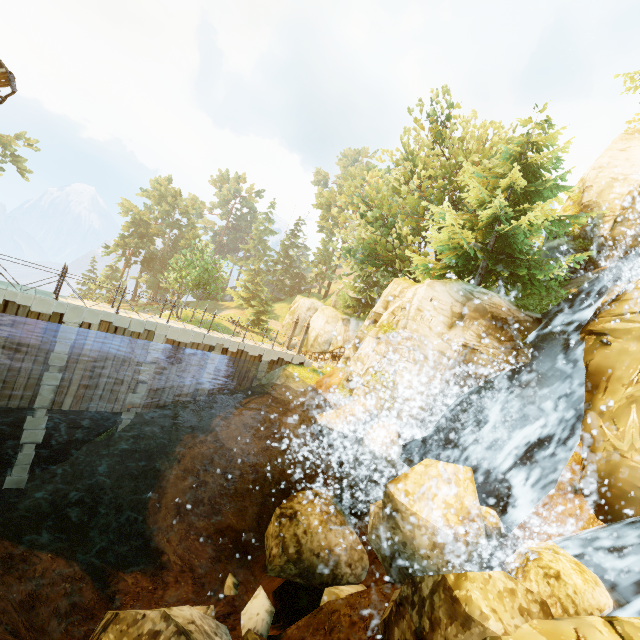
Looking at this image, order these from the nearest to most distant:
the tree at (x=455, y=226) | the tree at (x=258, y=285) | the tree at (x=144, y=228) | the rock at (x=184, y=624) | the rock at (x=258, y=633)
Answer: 1. the rock at (x=184, y=624)
2. the rock at (x=258, y=633)
3. the tree at (x=455, y=226)
4. the tree at (x=258, y=285)
5. the tree at (x=144, y=228)

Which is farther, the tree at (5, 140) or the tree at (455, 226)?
the tree at (5, 140)

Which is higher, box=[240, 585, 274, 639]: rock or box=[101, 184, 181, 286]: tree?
box=[101, 184, 181, 286]: tree

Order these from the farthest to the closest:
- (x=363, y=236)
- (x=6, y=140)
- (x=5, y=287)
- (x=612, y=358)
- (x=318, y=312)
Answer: (x=318, y=312)
(x=6, y=140)
(x=363, y=236)
(x=5, y=287)
(x=612, y=358)

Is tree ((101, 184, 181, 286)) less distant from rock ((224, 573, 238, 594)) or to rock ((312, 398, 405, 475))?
rock ((312, 398, 405, 475))

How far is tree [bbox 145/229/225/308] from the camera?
35.74m
